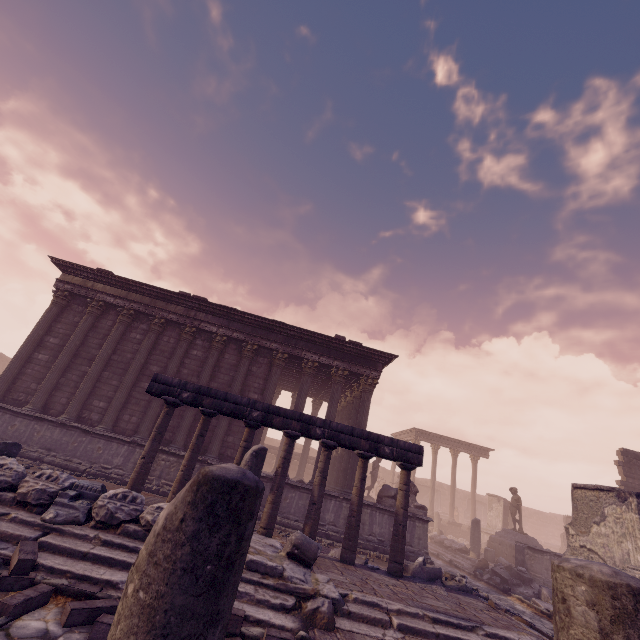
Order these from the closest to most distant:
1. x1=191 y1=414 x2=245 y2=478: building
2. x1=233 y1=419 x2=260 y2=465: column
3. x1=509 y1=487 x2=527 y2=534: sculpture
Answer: x1=233 y1=419 x2=260 y2=465: column, x1=191 y1=414 x2=245 y2=478: building, x1=509 y1=487 x2=527 y2=534: sculpture

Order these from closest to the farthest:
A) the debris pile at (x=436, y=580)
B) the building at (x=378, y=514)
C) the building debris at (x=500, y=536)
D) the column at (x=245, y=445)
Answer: the debris pile at (x=436, y=580) < the column at (x=245, y=445) < the building at (x=378, y=514) < the building debris at (x=500, y=536)

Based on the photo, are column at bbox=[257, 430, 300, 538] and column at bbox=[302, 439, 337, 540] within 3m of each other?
yes

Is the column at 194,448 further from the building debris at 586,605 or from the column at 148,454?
the building debris at 586,605

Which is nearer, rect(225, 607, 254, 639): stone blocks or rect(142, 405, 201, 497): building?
rect(225, 607, 254, 639): stone blocks

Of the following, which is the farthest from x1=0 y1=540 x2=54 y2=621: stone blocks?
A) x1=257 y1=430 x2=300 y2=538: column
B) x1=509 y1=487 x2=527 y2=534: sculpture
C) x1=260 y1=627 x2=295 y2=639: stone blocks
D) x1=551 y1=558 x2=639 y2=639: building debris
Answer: x1=509 y1=487 x2=527 y2=534: sculpture

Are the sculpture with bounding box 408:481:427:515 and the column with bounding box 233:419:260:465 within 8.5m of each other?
yes

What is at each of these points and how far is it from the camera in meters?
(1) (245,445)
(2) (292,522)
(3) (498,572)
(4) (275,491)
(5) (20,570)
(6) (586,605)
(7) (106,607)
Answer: (1) column, 8.4
(2) building, 11.6
(3) debris pile, 13.1
(4) column, 8.0
(5) stone blocks, 3.9
(6) building debris, 1.2
(7) stone blocks, 3.7
